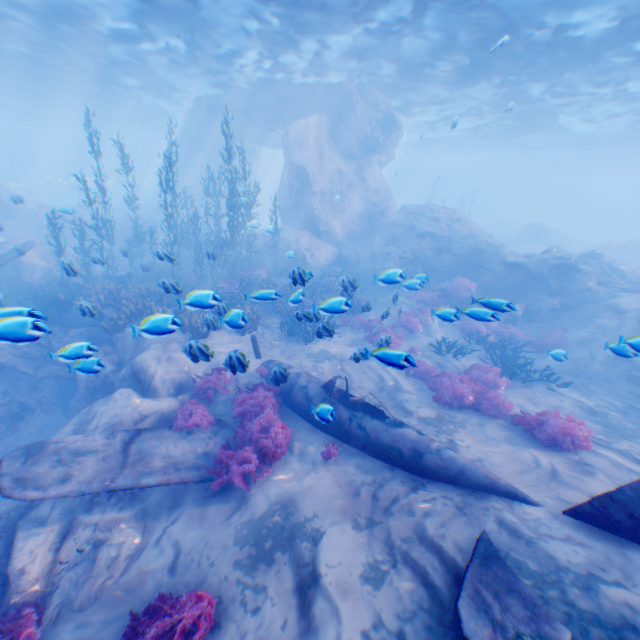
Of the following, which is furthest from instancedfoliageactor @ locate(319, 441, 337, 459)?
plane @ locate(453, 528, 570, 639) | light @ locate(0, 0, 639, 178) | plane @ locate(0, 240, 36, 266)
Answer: light @ locate(0, 0, 639, 178)

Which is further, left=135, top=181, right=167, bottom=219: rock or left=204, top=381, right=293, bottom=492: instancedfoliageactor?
left=135, top=181, right=167, bottom=219: rock

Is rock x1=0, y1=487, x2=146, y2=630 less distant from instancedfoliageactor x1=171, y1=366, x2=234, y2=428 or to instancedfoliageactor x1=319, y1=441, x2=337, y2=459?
instancedfoliageactor x1=171, y1=366, x2=234, y2=428

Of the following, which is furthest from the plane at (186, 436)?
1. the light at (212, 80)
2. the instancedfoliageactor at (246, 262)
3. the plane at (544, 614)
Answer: the light at (212, 80)

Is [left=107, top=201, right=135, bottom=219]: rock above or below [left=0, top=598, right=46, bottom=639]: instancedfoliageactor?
above

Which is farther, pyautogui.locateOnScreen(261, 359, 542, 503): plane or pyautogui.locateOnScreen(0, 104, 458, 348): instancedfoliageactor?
pyautogui.locateOnScreen(0, 104, 458, 348): instancedfoliageactor

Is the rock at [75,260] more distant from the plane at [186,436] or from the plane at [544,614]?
the plane at [544,614]

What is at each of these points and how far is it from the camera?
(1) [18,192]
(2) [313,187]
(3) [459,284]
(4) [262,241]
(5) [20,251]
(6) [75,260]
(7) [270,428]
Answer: (1) rock, 31.5m
(2) rock, 20.3m
(3) instancedfoliageactor, 16.3m
(4) rock, 23.4m
(5) plane, 11.8m
(6) rock, 17.1m
(7) instancedfoliageactor, 7.5m
